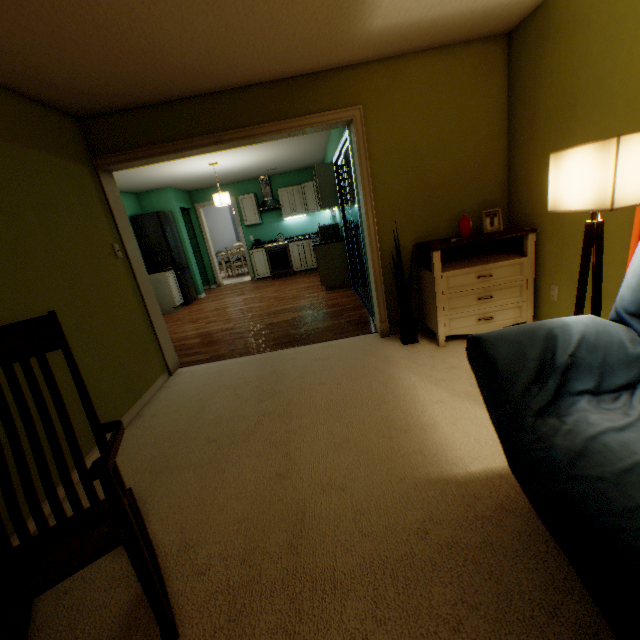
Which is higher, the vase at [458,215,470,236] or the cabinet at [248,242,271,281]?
the vase at [458,215,470,236]

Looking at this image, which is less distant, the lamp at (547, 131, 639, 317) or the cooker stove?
the lamp at (547, 131, 639, 317)

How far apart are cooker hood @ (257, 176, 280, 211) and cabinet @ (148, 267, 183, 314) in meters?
2.9 m

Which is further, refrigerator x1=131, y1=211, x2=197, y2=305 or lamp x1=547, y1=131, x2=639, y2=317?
refrigerator x1=131, y1=211, x2=197, y2=305

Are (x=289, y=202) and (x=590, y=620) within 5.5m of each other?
no

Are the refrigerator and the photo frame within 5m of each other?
no

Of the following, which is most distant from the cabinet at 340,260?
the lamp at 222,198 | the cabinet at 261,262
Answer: the lamp at 222,198

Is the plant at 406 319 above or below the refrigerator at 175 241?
below
